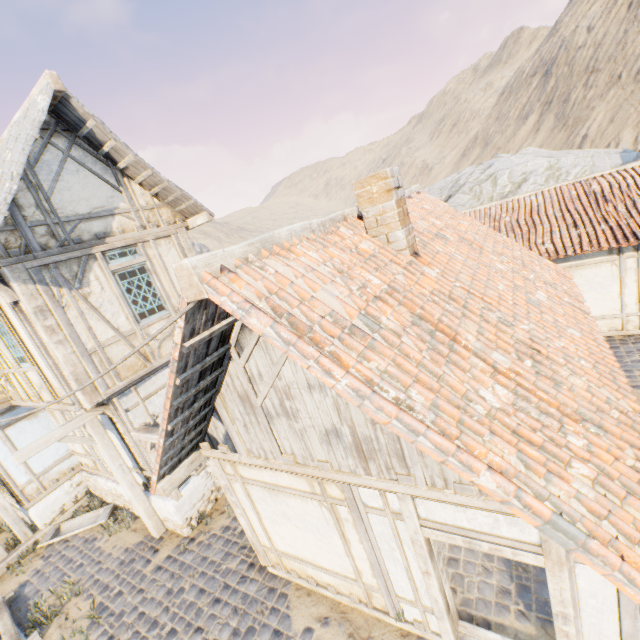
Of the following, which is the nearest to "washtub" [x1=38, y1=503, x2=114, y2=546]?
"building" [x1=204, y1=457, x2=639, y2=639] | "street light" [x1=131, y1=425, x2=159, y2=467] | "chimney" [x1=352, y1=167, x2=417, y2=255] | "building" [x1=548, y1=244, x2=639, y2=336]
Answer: "street light" [x1=131, y1=425, x2=159, y2=467]

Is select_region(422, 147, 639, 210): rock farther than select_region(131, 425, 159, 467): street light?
Yes

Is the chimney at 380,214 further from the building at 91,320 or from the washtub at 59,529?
the washtub at 59,529

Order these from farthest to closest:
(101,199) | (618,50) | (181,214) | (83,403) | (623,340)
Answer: (618,50) → (623,340) → (181,214) → (101,199) → (83,403)

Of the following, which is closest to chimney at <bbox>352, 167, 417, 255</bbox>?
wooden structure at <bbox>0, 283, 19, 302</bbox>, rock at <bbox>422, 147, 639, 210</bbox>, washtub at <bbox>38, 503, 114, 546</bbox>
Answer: wooden structure at <bbox>0, 283, 19, 302</bbox>

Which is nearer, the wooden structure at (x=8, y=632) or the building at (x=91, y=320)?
the building at (x=91, y=320)

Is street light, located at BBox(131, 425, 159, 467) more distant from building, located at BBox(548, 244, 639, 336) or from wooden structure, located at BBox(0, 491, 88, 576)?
building, located at BBox(548, 244, 639, 336)

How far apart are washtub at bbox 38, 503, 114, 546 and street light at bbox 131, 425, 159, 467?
3.0 meters
